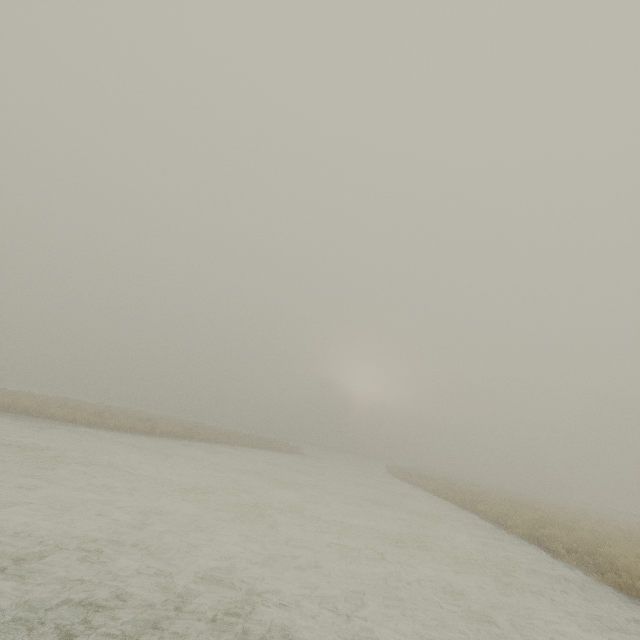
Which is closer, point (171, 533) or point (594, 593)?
point (171, 533)
